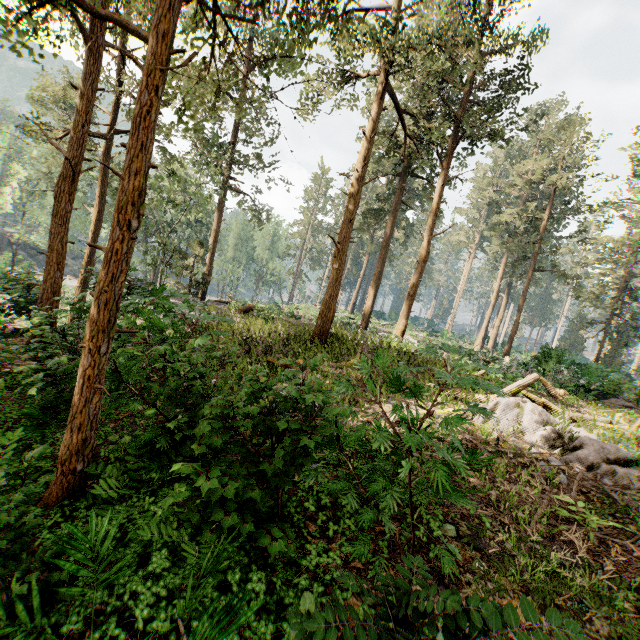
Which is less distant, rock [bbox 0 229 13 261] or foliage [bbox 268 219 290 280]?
foliage [bbox 268 219 290 280]

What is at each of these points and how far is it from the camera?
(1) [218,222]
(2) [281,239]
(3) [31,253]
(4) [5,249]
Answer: (1) foliage, 26.9 meters
(2) foliage, 58.8 meters
(3) rock, 55.7 meters
(4) rock, 52.5 meters

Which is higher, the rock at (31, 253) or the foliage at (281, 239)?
the foliage at (281, 239)

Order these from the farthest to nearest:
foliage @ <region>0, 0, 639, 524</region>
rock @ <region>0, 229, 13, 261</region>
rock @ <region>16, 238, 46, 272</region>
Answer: rock @ <region>16, 238, 46, 272</region> → rock @ <region>0, 229, 13, 261</region> → foliage @ <region>0, 0, 639, 524</region>

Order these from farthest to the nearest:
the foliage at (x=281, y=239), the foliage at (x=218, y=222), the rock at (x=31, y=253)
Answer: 1. the rock at (x=31, y=253)
2. the foliage at (x=281, y=239)
3. the foliage at (x=218, y=222)

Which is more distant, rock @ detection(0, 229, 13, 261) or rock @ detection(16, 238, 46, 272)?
rock @ detection(16, 238, 46, 272)

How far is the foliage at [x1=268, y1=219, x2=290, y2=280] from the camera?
41.2 meters
